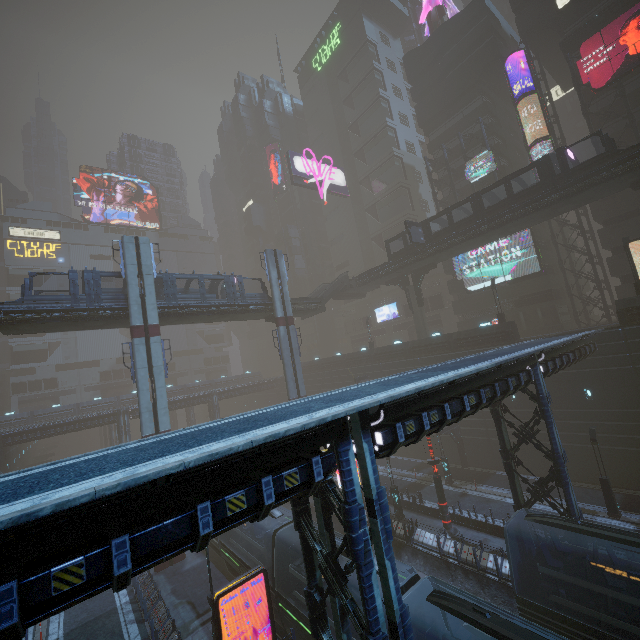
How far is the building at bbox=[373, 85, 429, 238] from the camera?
57.2 meters

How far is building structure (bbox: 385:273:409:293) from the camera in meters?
42.9

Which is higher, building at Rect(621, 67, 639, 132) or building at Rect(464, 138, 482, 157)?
building at Rect(464, 138, 482, 157)

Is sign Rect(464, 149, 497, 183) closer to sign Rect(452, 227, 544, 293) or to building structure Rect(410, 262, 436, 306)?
sign Rect(452, 227, 544, 293)

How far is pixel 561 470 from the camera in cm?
1617

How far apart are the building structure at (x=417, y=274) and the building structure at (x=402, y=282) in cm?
68

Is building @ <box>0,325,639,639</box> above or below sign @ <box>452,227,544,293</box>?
below

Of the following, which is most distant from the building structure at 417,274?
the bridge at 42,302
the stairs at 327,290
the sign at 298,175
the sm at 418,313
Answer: the sign at 298,175
